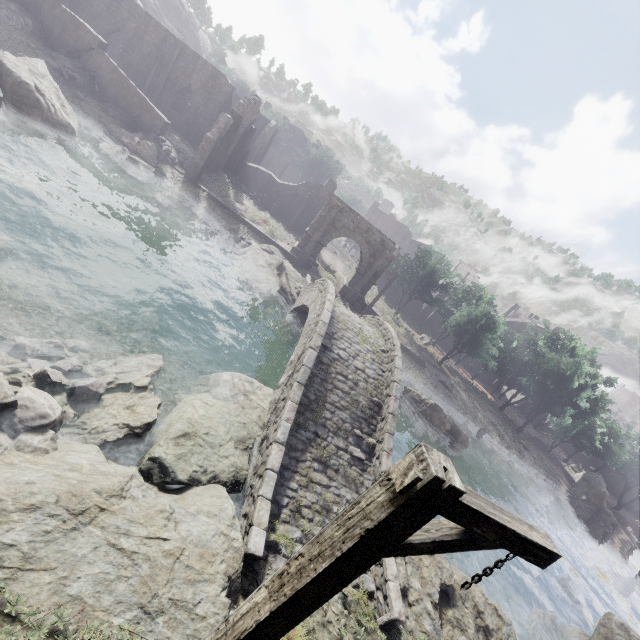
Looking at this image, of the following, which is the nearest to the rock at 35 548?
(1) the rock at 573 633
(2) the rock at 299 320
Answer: (1) the rock at 573 633

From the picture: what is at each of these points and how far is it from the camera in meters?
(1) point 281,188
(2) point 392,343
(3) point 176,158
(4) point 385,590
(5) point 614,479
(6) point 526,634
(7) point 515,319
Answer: (1) building, 36.2 m
(2) bridge, 14.6 m
(3) rubble, 26.1 m
(4) bridge, 7.6 m
(5) building, 56.1 m
(6) rubble, 13.3 m
(7) building, 50.1 m

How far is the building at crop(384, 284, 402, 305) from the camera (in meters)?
46.31

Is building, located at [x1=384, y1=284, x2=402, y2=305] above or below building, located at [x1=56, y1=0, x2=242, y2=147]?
below

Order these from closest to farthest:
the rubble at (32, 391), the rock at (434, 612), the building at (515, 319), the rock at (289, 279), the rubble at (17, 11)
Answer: the rubble at (32, 391)
the rock at (434, 612)
the rock at (289, 279)
the rubble at (17, 11)
the building at (515, 319)

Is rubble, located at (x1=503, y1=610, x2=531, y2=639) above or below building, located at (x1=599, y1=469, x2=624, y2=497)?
below

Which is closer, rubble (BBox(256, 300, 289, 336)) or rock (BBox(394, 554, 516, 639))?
rock (BBox(394, 554, 516, 639))

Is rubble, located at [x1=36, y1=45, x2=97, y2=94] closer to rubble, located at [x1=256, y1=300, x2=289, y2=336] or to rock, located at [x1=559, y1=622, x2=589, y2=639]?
rubble, located at [x1=256, y1=300, x2=289, y2=336]
